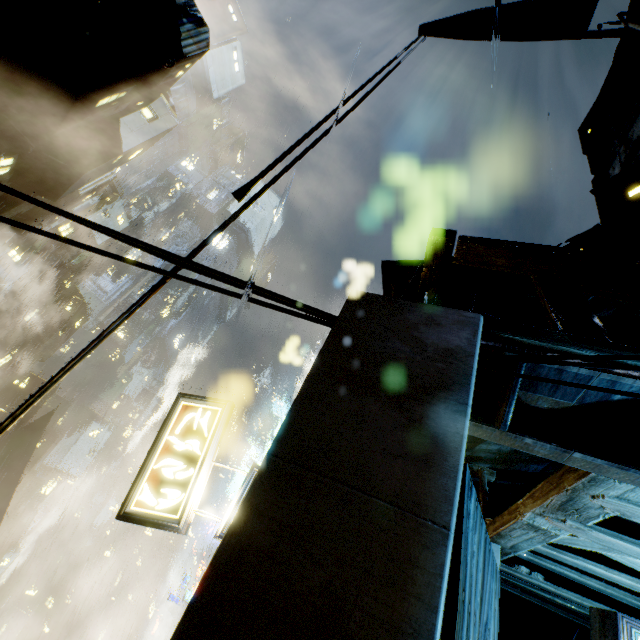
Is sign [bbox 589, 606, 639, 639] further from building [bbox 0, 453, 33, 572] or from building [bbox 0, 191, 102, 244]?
building [bbox 0, 453, 33, 572]

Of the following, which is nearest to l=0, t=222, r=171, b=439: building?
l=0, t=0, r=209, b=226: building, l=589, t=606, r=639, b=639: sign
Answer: l=0, t=0, r=209, b=226: building

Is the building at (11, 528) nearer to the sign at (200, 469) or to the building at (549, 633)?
the building at (549, 633)

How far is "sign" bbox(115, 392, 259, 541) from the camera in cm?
544

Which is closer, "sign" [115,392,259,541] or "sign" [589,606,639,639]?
"sign" [589,606,639,639]

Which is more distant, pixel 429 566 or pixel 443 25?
pixel 443 25

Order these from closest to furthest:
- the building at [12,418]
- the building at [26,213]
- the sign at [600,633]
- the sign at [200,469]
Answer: the sign at [600,633] < the building at [12,418] < the sign at [200,469] < the building at [26,213]

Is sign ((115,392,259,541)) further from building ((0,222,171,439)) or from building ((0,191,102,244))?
building ((0,222,171,439))
